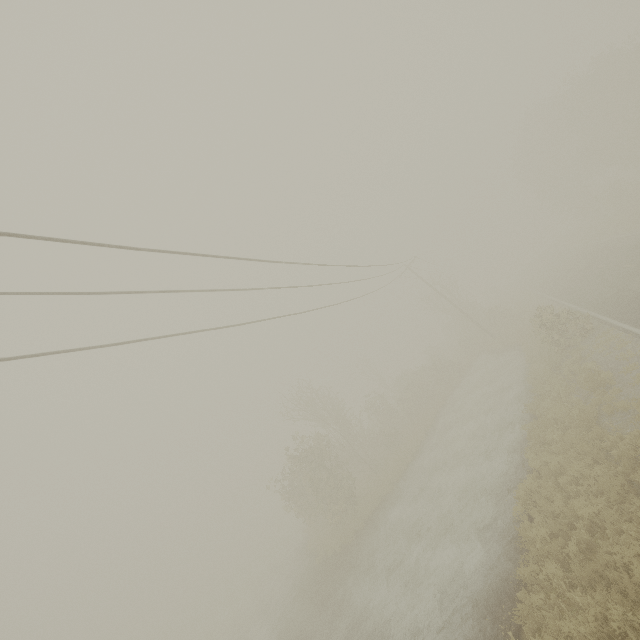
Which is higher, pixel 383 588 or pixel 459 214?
pixel 459 214
